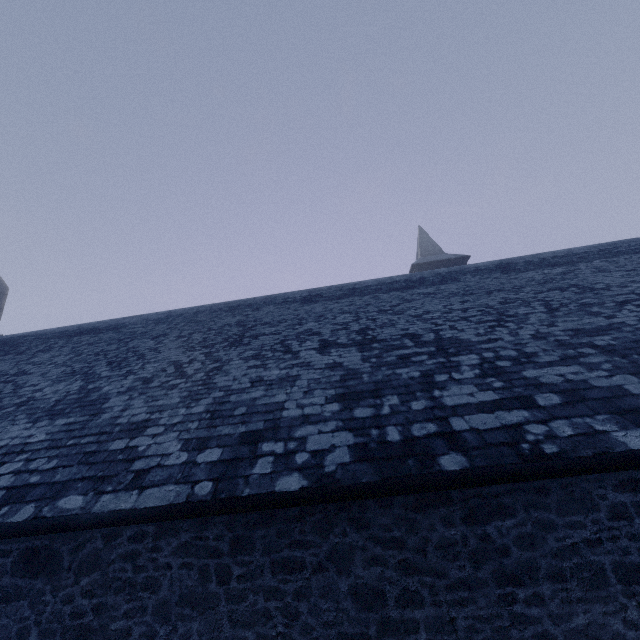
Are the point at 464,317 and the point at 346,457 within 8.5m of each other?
yes
